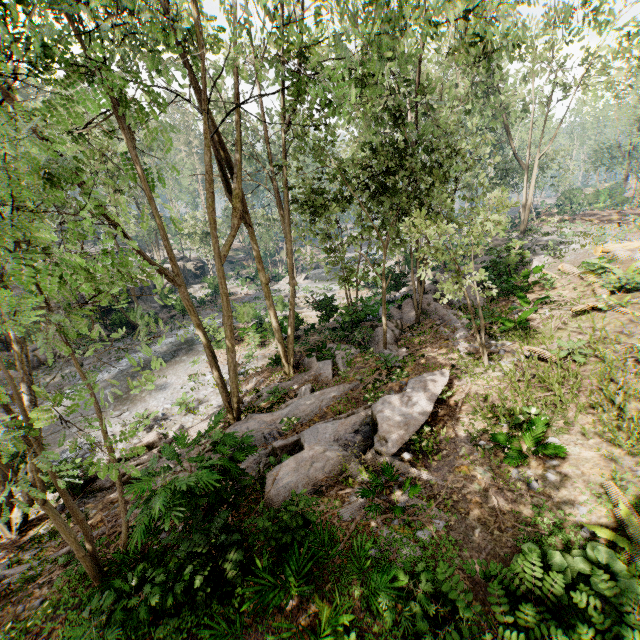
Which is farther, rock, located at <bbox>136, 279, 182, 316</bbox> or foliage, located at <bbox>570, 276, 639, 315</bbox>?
rock, located at <bbox>136, 279, 182, 316</bbox>

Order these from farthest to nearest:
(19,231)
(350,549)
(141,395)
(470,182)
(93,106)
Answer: (470,182) < (141,395) < (93,106) < (350,549) < (19,231)

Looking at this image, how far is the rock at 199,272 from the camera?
35.41m

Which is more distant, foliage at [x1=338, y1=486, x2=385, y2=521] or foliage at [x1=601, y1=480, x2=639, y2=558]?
foliage at [x1=338, y1=486, x2=385, y2=521]

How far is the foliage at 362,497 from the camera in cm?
674

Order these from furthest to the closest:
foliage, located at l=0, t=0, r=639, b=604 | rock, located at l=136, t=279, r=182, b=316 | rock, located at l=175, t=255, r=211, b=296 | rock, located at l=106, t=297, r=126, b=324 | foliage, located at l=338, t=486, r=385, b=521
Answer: rock, located at l=175, t=255, r=211, b=296 < rock, located at l=136, t=279, r=182, b=316 < rock, located at l=106, t=297, r=126, b=324 < foliage, located at l=338, t=486, r=385, b=521 < foliage, located at l=0, t=0, r=639, b=604

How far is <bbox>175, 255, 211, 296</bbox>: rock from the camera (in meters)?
35.41

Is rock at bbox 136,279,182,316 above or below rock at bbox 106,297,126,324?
below
